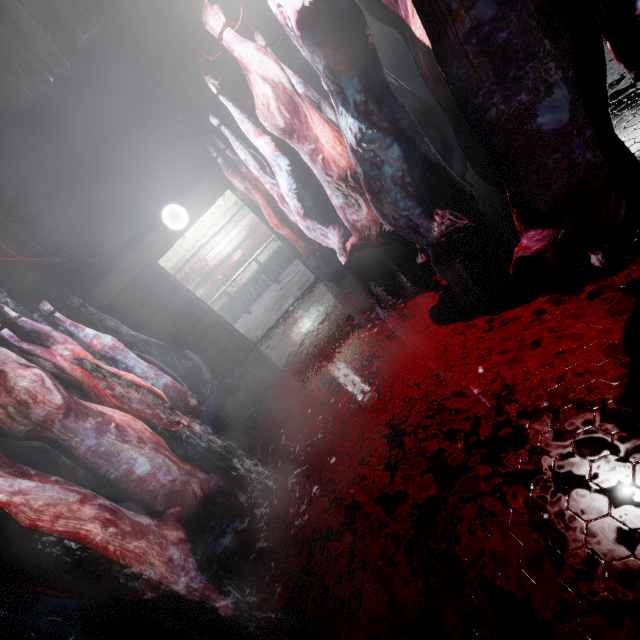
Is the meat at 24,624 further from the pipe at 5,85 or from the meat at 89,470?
the pipe at 5,85

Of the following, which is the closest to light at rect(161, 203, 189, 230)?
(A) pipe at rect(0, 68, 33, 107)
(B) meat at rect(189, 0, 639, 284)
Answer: (A) pipe at rect(0, 68, 33, 107)

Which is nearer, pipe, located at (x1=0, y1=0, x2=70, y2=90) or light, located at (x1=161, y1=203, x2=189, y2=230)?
pipe, located at (x1=0, y1=0, x2=70, y2=90)

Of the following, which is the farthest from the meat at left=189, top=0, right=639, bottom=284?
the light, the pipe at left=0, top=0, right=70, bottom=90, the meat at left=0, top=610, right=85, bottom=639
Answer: the light

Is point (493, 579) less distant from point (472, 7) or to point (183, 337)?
point (472, 7)

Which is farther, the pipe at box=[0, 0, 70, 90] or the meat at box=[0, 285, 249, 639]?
the pipe at box=[0, 0, 70, 90]

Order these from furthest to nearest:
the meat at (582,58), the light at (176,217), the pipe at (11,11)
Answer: the light at (176,217)
the pipe at (11,11)
the meat at (582,58)

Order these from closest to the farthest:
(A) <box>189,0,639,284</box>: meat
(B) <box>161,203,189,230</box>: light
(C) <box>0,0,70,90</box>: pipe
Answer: (A) <box>189,0,639,284</box>: meat < (C) <box>0,0,70,90</box>: pipe < (B) <box>161,203,189,230</box>: light
